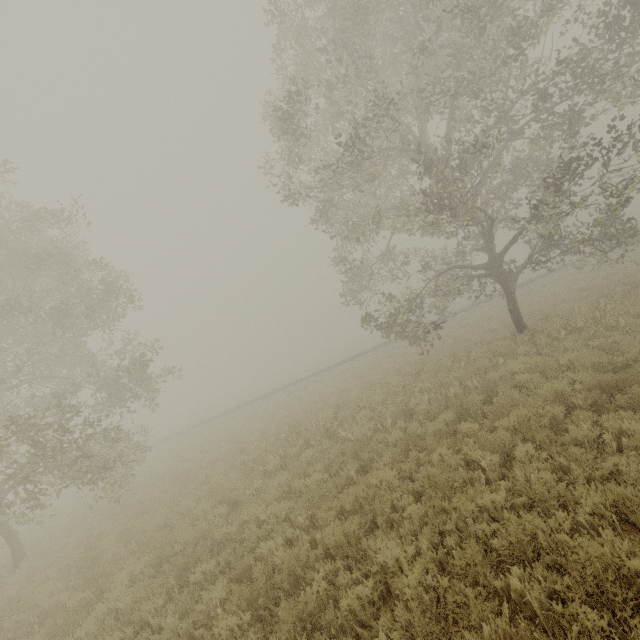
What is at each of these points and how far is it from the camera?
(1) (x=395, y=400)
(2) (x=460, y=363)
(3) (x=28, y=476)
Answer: (1) tree, 11.3m
(2) tree, 12.8m
(3) tree, 9.6m

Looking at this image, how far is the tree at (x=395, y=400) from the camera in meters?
9.9 m

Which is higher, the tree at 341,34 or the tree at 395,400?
the tree at 341,34

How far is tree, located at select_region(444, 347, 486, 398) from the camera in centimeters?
949cm

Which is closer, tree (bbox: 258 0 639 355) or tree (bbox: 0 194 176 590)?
tree (bbox: 258 0 639 355)

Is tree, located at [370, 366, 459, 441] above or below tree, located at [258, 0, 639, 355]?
below
